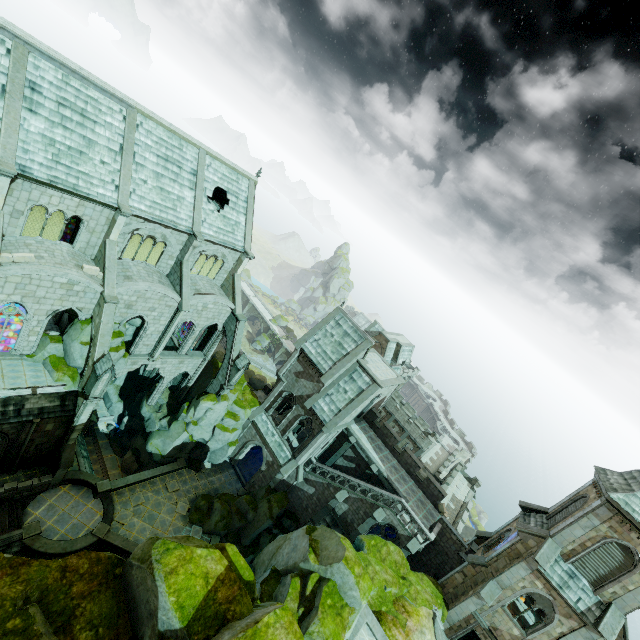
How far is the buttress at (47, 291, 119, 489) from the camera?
22.0 meters

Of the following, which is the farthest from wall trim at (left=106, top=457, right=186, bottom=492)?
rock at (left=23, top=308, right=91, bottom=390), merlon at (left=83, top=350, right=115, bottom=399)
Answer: merlon at (left=83, top=350, right=115, bottom=399)

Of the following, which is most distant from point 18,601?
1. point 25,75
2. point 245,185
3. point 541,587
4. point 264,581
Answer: point 245,185

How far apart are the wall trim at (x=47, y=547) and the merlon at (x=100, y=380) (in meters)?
9.71

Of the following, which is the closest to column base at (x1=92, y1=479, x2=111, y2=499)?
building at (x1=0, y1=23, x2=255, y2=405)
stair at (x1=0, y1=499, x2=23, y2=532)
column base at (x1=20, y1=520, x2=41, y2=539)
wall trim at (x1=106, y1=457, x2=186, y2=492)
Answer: wall trim at (x1=106, y1=457, x2=186, y2=492)

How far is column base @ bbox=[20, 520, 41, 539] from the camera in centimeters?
2123cm

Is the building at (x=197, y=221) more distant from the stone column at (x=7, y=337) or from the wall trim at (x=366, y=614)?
the wall trim at (x=366, y=614)

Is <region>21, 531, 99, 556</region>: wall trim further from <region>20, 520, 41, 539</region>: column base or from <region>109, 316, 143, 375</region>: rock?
<region>109, 316, 143, 375</region>: rock
